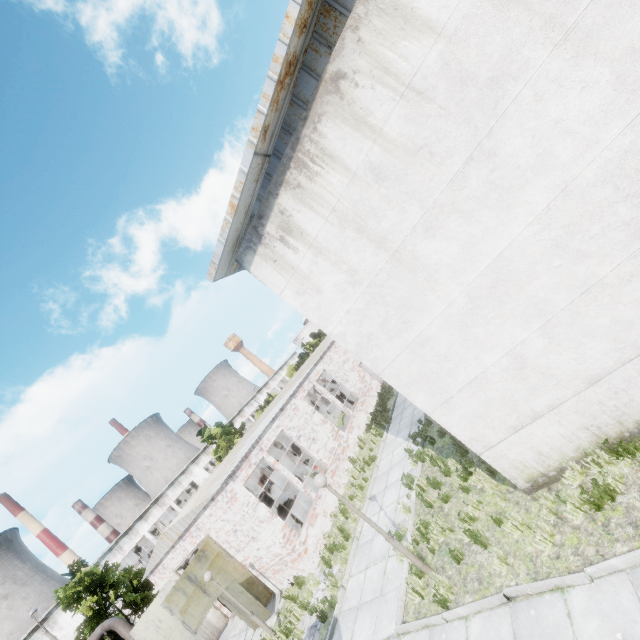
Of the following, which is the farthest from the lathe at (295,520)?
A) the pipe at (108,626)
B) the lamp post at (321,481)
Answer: the pipe at (108,626)

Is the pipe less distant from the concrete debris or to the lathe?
the lathe

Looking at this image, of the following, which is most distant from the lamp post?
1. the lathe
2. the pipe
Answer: the pipe

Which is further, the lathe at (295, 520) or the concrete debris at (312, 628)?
the lathe at (295, 520)

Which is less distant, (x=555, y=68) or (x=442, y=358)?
(x=555, y=68)

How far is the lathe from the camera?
14.76m

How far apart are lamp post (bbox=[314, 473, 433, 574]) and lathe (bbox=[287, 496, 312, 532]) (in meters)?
8.65

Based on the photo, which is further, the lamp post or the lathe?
the lathe
